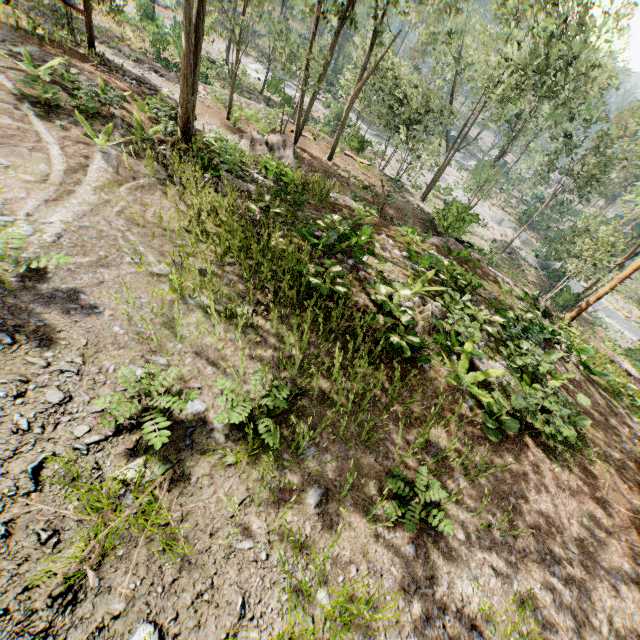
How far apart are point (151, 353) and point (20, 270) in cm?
196

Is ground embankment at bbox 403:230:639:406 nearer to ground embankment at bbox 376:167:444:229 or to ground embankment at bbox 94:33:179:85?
ground embankment at bbox 376:167:444:229

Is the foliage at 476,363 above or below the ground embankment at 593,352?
above

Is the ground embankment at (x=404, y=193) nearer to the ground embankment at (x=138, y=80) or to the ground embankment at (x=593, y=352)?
the ground embankment at (x=593, y=352)

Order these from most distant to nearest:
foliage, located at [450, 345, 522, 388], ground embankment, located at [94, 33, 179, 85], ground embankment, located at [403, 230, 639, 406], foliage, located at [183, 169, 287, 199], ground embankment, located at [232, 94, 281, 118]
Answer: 1. ground embankment, located at [232, 94, 281, 118]
2. ground embankment, located at [94, 33, 179, 85]
3. ground embankment, located at [403, 230, 639, 406]
4. foliage, located at [183, 169, 287, 199]
5. foliage, located at [450, 345, 522, 388]

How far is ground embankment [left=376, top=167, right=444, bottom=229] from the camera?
19.0 meters

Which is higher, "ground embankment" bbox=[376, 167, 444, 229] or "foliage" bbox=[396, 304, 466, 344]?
"foliage" bbox=[396, 304, 466, 344]

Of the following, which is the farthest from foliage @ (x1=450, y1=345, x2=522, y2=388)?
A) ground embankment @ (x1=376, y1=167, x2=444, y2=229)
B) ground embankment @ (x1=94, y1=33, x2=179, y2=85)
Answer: ground embankment @ (x1=376, y1=167, x2=444, y2=229)
